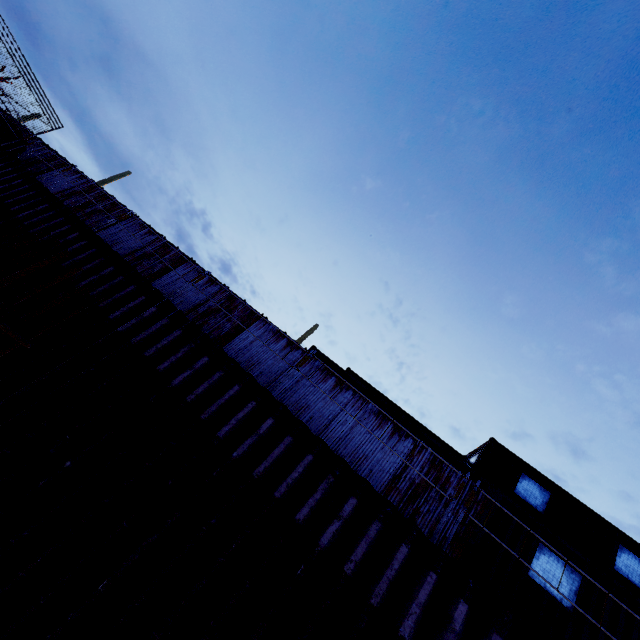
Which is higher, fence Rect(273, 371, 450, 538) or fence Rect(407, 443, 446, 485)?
fence Rect(407, 443, 446, 485)

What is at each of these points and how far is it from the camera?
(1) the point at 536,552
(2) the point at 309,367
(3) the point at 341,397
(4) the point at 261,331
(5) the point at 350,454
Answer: (1) cargo container, 7.1m
(2) fence, 9.6m
(3) fence, 9.0m
(4) fence, 10.3m
(5) fence, 8.1m

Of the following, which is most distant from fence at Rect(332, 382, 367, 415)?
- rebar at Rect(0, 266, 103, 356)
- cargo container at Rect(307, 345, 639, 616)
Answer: rebar at Rect(0, 266, 103, 356)

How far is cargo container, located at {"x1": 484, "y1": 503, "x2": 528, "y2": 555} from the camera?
7.14m

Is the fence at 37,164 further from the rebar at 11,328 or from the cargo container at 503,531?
the rebar at 11,328

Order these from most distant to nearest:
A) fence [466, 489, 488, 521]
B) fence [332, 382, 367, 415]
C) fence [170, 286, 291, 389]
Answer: fence [170, 286, 291, 389]
fence [332, 382, 367, 415]
fence [466, 489, 488, 521]
